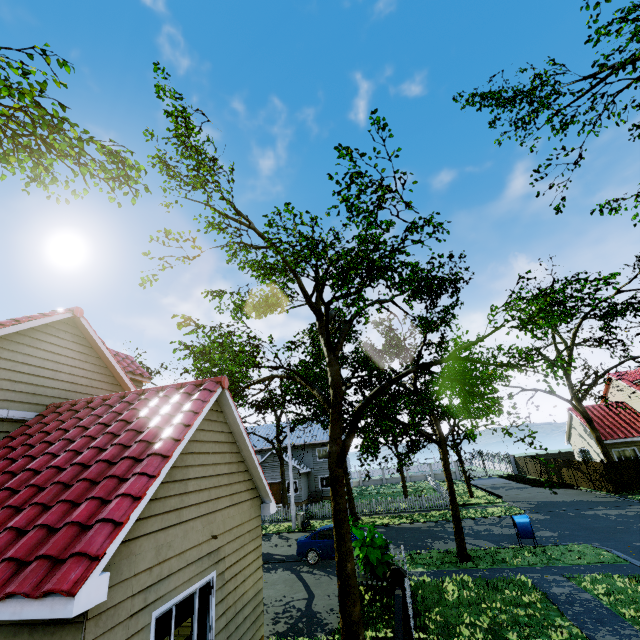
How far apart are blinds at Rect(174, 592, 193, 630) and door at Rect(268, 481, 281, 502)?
30.69m

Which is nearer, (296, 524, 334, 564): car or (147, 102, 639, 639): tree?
(147, 102, 639, 639): tree

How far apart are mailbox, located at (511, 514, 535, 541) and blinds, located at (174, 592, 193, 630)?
14.26m

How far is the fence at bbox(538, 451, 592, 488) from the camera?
27.44m

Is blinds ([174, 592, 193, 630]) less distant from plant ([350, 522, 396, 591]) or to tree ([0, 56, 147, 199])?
tree ([0, 56, 147, 199])

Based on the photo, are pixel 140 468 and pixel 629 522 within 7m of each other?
no

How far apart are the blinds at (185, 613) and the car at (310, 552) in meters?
10.5 m

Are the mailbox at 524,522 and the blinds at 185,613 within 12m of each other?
no
